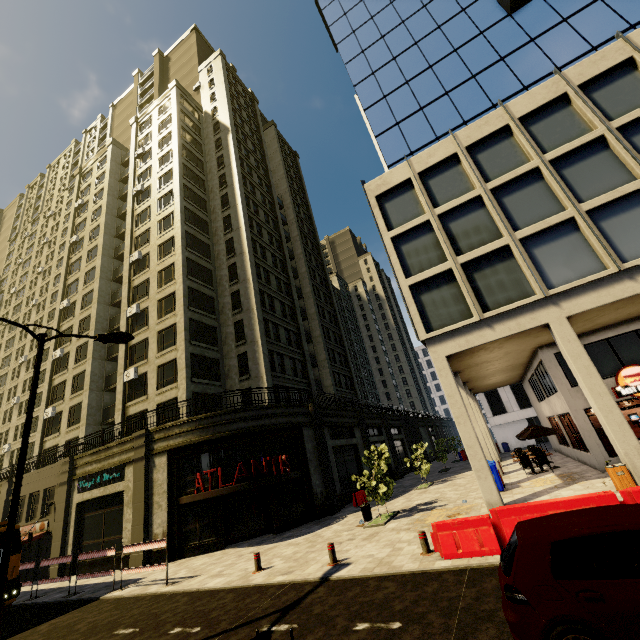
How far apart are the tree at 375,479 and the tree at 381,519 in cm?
14

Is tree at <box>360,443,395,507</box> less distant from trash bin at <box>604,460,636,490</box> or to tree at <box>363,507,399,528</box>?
tree at <box>363,507,399,528</box>

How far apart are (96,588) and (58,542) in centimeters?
905cm

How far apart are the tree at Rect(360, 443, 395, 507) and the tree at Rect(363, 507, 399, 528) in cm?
14

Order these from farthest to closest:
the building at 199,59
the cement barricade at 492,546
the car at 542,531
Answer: the building at 199,59, the cement barricade at 492,546, the car at 542,531

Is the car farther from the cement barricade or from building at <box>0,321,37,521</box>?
building at <box>0,321,37,521</box>

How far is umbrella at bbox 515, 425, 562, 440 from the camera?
18.05m

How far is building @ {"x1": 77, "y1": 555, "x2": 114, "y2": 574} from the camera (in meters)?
18.42
